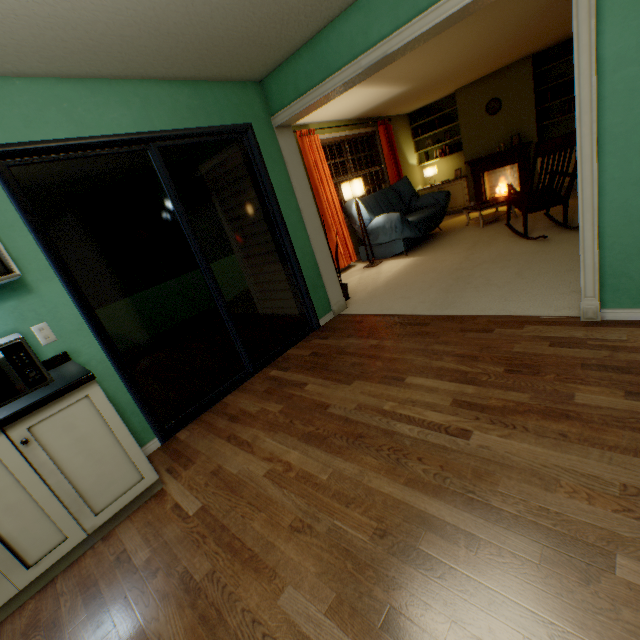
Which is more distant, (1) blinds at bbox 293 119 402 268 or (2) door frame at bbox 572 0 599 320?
(1) blinds at bbox 293 119 402 268

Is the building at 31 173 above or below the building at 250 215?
above

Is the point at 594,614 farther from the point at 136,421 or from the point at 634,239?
the point at 136,421

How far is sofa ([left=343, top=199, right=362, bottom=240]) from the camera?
5.5m

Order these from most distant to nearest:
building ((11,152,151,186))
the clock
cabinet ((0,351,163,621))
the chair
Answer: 1. the clock
2. the chair
3. building ((11,152,151,186))
4. cabinet ((0,351,163,621))

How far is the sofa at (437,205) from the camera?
5.3m

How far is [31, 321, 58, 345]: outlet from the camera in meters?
1.9

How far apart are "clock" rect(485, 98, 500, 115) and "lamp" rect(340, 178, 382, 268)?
3.9m
